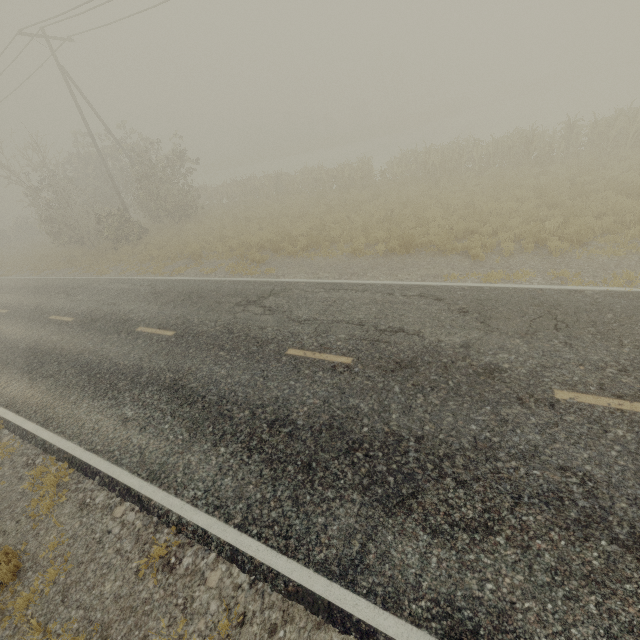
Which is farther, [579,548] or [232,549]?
[232,549]
